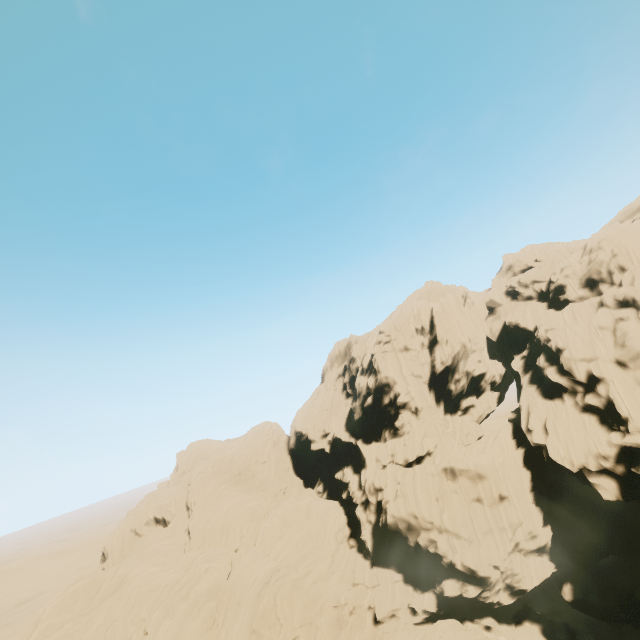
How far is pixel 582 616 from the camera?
34.25m
